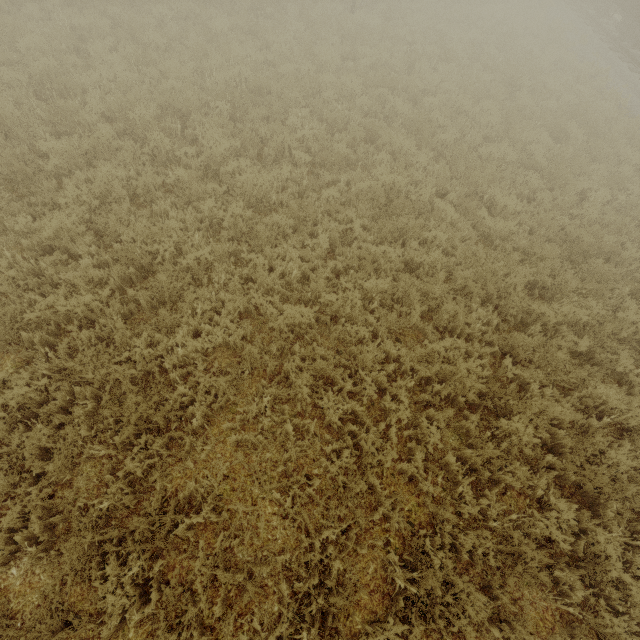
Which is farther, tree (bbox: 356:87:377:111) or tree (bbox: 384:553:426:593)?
tree (bbox: 356:87:377:111)

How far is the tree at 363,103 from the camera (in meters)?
8.88

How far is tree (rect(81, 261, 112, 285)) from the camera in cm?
476

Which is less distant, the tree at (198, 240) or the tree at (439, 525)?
the tree at (439, 525)

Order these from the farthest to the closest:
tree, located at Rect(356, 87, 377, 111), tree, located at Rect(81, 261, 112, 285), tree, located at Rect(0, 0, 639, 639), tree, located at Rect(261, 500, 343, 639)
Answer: tree, located at Rect(356, 87, 377, 111) → tree, located at Rect(81, 261, 112, 285) → tree, located at Rect(0, 0, 639, 639) → tree, located at Rect(261, 500, 343, 639)

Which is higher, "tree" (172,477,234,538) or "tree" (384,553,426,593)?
"tree" (384,553,426,593)

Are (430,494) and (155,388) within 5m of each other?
yes
